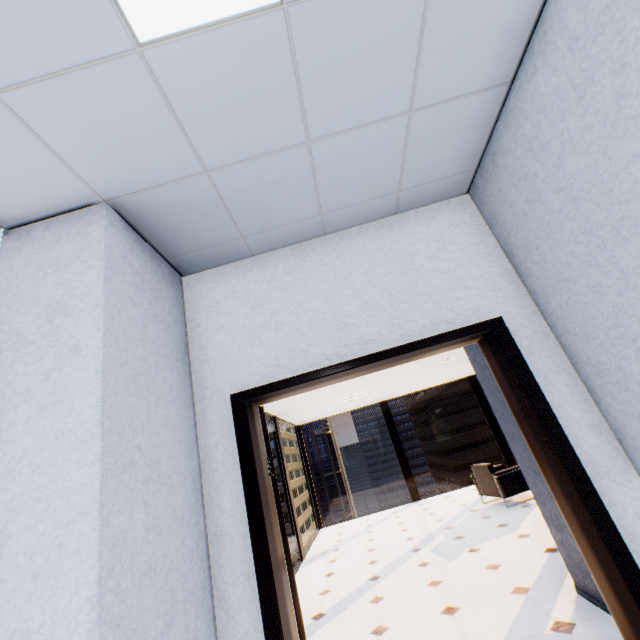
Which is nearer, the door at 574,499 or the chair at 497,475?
the door at 574,499

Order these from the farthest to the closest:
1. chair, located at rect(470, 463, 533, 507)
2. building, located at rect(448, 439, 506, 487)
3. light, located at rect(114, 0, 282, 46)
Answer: building, located at rect(448, 439, 506, 487) < chair, located at rect(470, 463, 533, 507) < light, located at rect(114, 0, 282, 46)

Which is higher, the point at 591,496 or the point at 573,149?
the point at 573,149

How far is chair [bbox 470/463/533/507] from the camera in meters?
6.3

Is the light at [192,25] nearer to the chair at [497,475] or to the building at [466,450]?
→ the chair at [497,475]

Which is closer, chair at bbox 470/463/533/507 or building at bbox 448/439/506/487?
chair at bbox 470/463/533/507

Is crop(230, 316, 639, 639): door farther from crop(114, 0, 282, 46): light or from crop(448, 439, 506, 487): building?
crop(448, 439, 506, 487): building

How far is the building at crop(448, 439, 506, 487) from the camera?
58.2 meters
